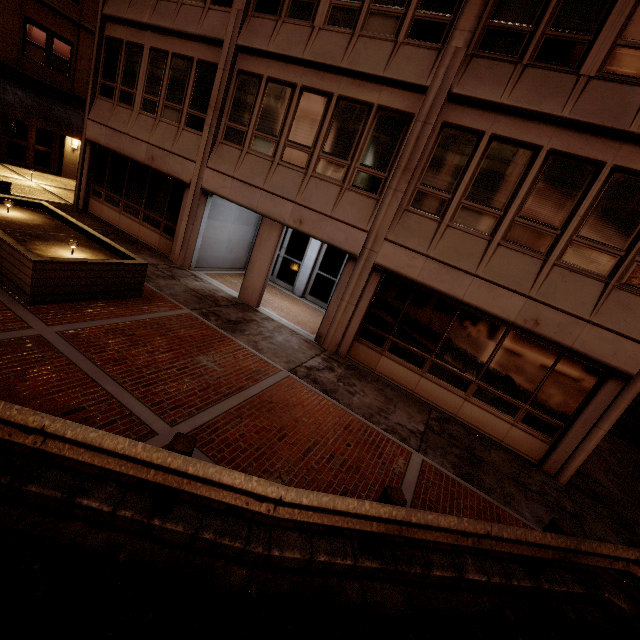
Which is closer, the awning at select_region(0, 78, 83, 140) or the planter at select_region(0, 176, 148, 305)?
the planter at select_region(0, 176, 148, 305)

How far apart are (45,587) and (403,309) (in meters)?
8.56

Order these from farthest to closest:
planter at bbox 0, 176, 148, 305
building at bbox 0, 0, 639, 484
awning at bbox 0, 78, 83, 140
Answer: awning at bbox 0, 78, 83, 140 → building at bbox 0, 0, 639, 484 → planter at bbox 0, 176, 148, 305

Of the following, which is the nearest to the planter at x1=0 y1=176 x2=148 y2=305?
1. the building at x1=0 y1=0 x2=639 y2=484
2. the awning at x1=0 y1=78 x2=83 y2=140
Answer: the building at x1=0 y1=0 x2=639 y2=484

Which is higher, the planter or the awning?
the awning

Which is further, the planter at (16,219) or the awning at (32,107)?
the awning at (32,107)

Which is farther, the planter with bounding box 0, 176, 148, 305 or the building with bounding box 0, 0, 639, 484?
the building with bounding box 0, 0, 639, 484

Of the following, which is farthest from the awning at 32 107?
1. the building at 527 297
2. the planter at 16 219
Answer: the planter at 16 219
